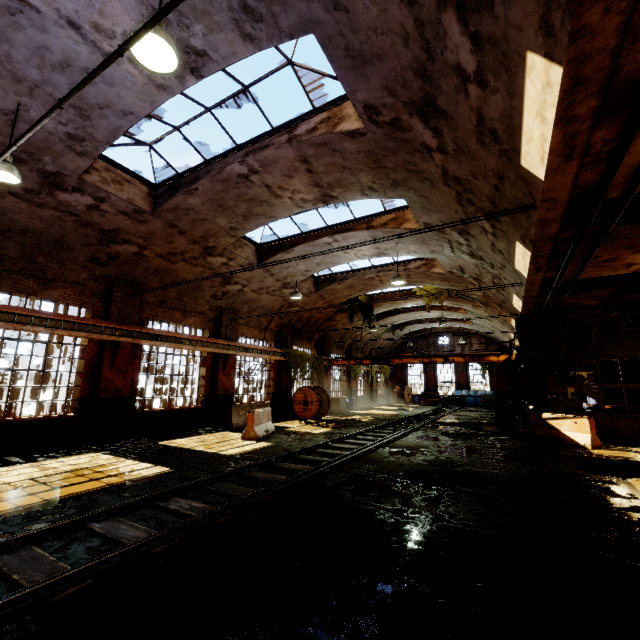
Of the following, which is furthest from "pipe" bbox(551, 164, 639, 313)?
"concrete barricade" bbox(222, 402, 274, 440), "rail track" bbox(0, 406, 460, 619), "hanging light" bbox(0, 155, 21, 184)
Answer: "concrete barricade" bbox(222, 402, 274, 440)

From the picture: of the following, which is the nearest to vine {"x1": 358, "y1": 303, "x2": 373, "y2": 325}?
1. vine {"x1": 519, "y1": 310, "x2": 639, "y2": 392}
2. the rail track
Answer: the rail track

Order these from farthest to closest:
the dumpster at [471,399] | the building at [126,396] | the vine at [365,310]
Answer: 1. the dumpster at [471,399]
2. the vine at [365,310]
3. the building at [126,396]

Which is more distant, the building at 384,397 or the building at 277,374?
the building at 384,397

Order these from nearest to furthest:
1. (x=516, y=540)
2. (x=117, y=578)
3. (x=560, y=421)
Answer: (x=117, y=578), (x=516, y=540), (x=560, y=421)

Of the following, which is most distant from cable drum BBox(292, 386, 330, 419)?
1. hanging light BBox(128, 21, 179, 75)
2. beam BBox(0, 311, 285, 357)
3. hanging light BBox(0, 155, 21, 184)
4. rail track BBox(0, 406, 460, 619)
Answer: hanging light BBox(128, 21, 179, 75)

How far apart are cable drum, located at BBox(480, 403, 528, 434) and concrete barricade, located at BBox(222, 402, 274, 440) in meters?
9.4 m

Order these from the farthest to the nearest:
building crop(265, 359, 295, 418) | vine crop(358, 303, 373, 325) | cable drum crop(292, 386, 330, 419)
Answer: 1. vine crop(358, 303, 373, 325)
2. building crop(265, 359, 295, 418)
3. cable drum crop(292, 386, 330, 419)
